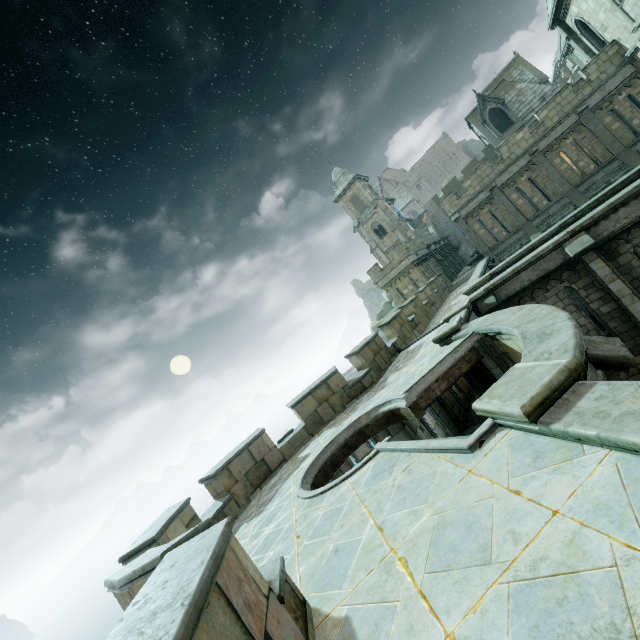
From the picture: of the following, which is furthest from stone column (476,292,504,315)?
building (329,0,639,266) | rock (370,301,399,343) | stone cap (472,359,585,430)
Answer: rock (370,301,399,343)

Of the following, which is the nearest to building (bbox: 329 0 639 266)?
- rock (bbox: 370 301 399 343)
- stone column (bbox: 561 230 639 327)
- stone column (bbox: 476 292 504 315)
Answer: rock (bbox: 370 301 399 343)

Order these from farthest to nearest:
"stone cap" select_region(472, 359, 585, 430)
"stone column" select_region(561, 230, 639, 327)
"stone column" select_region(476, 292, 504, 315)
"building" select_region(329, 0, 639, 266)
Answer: "building" select_region(329, 0, 639, 266) < "stone column" select_region(476, 292, 504, 315) < "stone column" select_region(561, 230, 639, 327) < "stone cap" select_region(472, 359, 585, 430)

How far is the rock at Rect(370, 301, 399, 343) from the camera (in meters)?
47.27

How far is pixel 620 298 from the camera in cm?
1075

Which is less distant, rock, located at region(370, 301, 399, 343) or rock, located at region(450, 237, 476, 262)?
rock, located at region(450, 237, 476, 262)

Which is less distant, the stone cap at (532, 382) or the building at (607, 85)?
the stone cap at (532, 382)

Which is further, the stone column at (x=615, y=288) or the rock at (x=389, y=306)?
the rock at (x=389, y=306)
